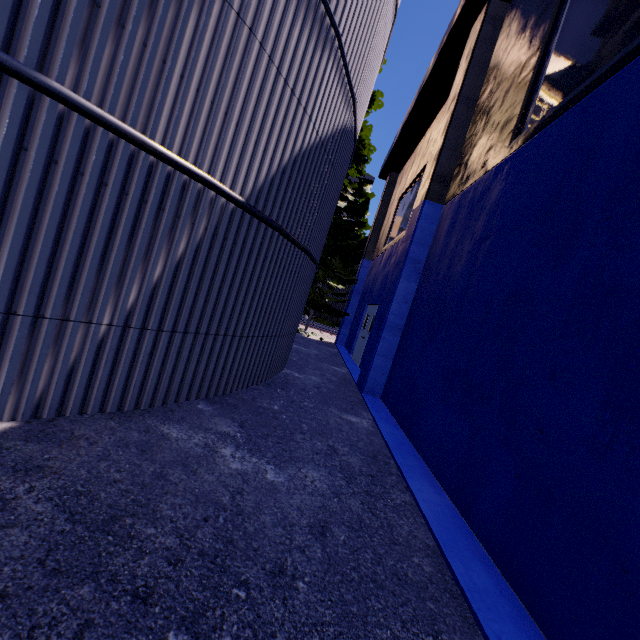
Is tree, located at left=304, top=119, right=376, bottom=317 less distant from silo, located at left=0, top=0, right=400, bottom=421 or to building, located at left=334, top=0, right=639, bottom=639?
silo, located at left=0, top=0, right=400, bottom=421

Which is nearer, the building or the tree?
the building

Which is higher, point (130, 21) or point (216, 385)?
point (130, 21)

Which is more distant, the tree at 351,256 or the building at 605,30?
the tree at 351,256

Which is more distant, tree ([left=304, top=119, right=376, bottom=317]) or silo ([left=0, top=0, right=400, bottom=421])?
tree ([left=304, top=119, right=376, bottom=317])

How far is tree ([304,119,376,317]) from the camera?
14.6m

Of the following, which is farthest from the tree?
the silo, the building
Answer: the building

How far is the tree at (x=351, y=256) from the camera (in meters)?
14.63
